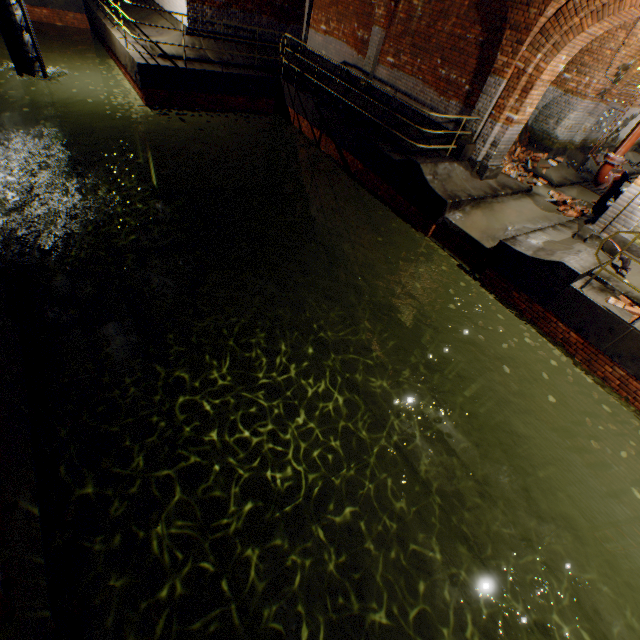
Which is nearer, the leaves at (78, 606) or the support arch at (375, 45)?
the leaves at (78, 606)

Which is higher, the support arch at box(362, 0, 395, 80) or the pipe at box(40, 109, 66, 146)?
the support arch at box(362, 0, 395, 80)

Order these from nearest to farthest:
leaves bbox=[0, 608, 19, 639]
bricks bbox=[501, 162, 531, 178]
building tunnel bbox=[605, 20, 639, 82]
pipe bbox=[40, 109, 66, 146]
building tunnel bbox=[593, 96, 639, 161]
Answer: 1. leaves bbox=[0, 608, 19, 639]
2. building tunnel bbox=[605, 20, 639, 82]
3. bricks bbox=[501, 162, 531, 178]
4. pipe bbox=[40, 109, 66, 146]
5. building tunnel bbox=[593, 96, 639, 161]

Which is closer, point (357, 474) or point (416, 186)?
point (357, 474)

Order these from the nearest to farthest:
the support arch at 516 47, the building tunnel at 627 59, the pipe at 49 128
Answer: the support arch at 516 47
the building tunnel at 627 59
the pipe at 49 128

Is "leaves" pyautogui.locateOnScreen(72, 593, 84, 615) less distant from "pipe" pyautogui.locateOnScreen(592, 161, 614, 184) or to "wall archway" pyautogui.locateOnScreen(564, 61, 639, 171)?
"pipe" pyautogui.locateOnScreen(592, 161, 614, 184)

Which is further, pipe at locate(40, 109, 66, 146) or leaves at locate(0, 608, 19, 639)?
pipe at locate(40, 109, 66, 146)

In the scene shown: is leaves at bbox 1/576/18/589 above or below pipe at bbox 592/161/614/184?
below
